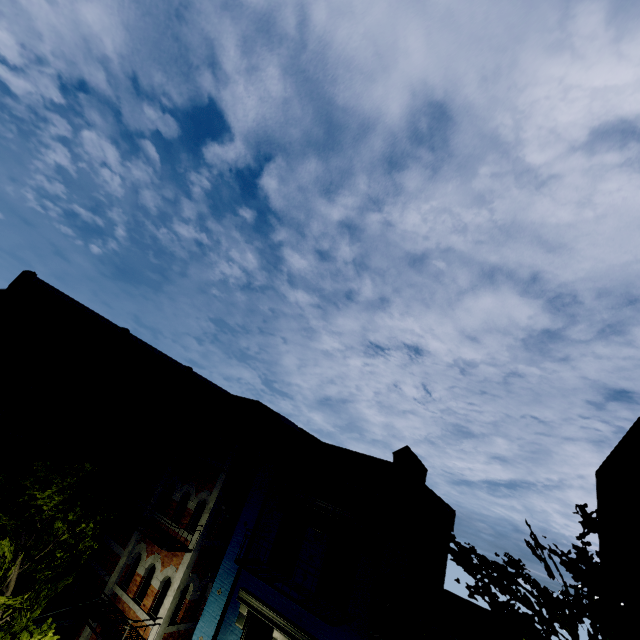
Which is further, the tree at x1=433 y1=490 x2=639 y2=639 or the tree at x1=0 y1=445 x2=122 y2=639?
the tree at x1=0 y1=445 x2=122 y2=639

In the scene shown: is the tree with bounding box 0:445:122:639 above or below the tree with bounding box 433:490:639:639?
below

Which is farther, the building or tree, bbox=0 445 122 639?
the building

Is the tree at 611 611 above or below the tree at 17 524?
above

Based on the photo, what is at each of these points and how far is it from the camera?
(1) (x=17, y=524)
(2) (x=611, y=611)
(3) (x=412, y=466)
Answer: (1) tree, 8.12m
(2) tree, 4.30m
(3) building, 8.76m

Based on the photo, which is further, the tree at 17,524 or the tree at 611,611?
the tree at 17,524

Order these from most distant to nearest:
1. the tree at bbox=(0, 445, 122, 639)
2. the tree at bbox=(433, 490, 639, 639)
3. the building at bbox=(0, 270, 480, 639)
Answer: the building at bbox=(0, 270, 480, 639), the tree at bbox=(0, 445, 122, 639), the tree at bbox=(433, 490, 639, 639)
